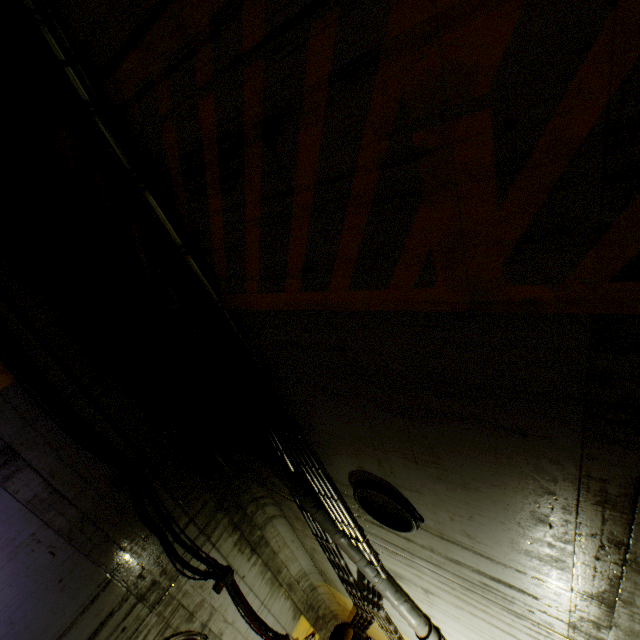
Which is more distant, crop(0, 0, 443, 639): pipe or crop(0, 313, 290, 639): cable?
crop(0, 313, 290, 639): cable

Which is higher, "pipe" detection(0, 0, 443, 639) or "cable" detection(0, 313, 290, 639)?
"pipe" detection(0, 0, 443, 639)

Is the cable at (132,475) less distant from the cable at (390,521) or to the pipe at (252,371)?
the pipe at (252,371)

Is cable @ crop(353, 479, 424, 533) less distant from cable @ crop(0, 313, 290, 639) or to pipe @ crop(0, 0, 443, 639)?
pipe @ crop(0, 0, 443, 639)

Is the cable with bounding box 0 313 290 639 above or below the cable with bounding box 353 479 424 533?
below

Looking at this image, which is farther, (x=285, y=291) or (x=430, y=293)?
(x=285, y=291)

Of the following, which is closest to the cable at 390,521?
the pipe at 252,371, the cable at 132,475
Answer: the pipe at 252,371

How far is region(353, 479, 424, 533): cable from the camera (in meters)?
3.50
